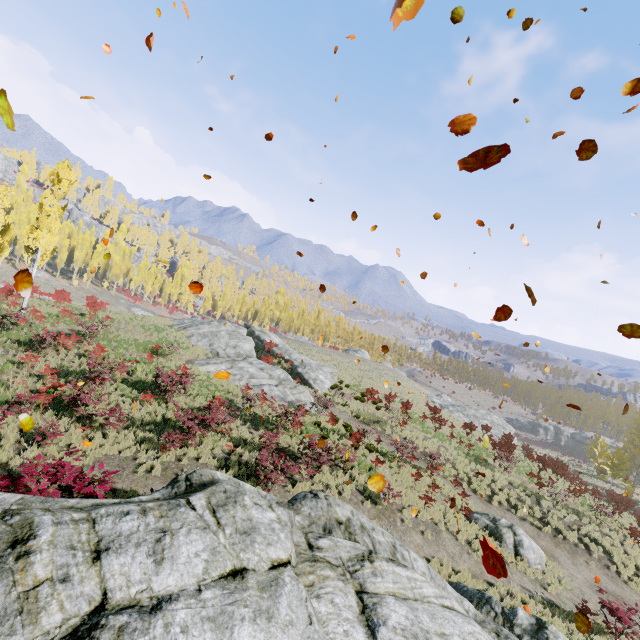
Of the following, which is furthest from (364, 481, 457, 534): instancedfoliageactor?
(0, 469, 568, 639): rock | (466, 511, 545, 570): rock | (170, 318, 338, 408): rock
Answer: (170, 318, 338, 408): rock

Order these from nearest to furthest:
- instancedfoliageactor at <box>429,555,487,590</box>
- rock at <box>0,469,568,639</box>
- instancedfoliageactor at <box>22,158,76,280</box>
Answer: rock at <box>0,469,568,639</box>
instancedfoliageactor at <box>429,555,487,590</box>
instancedfoliageactor at <box>22,158,76,280</box>

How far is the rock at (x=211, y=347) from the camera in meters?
24.6 m

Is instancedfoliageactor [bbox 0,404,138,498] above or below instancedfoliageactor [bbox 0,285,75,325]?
below

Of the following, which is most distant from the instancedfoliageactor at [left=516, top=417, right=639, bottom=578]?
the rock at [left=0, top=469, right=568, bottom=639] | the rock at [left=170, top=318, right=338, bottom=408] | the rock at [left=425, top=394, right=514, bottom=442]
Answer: the rock at [left=170, top=318, right=338, bottom=408]

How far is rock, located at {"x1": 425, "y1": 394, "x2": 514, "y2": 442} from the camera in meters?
41.6

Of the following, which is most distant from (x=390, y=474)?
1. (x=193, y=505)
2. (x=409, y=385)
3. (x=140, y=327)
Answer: (x=409, y=385)

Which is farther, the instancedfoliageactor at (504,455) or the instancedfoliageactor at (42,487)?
the instancedfoliageactor at (504,455)
